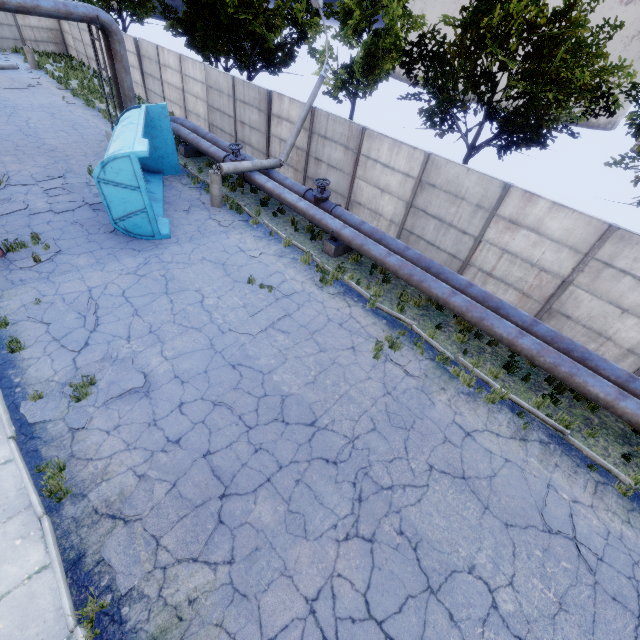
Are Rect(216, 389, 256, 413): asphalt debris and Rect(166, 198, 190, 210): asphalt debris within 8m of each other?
no

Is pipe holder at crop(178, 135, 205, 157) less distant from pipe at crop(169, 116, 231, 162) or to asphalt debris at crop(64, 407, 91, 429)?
pipe at crop(169, 116, 231, 162)

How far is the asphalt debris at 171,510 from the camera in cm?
513

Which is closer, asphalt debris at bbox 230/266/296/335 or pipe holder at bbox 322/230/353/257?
asphalt debris at bbox 230/266/296/335

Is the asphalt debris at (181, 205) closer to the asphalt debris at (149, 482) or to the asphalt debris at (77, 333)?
the asphalt debris at (77, 333)

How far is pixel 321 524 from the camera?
5.57m

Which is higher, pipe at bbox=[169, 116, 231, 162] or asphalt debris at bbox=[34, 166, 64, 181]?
pipe at bbox=[169, 116, 231, 162]

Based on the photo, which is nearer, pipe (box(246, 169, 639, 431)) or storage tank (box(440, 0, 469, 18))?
pipe (box(246, 169, 639, 431))
